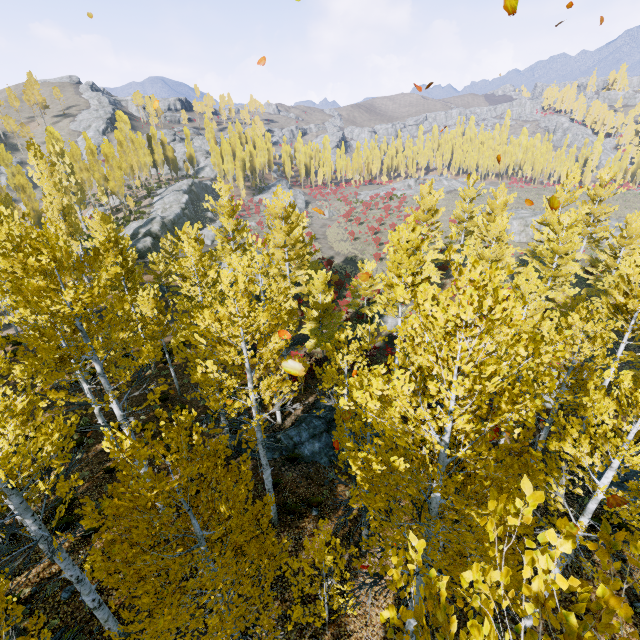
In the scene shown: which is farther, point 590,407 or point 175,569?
point 590,407

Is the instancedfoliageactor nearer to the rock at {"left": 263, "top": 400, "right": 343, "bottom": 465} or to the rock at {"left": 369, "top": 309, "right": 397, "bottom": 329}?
the rock at {"left": 263, "top": 400, "right": 343, "bottom": 465}

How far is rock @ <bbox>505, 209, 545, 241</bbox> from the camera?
46.34m

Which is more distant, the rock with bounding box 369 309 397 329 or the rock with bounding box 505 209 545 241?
the rock with bounding box 505 209 545 241

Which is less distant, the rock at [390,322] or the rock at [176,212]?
the rock at [390,322]

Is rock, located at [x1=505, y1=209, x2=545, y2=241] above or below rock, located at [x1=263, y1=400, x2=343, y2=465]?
above

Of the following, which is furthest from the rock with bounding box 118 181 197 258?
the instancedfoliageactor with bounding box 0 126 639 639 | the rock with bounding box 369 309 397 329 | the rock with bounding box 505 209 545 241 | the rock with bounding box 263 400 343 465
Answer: the rock with bounding box 263 400 343 465

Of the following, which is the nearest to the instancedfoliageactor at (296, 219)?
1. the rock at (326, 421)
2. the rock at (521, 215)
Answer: the rock at (326, 421)
